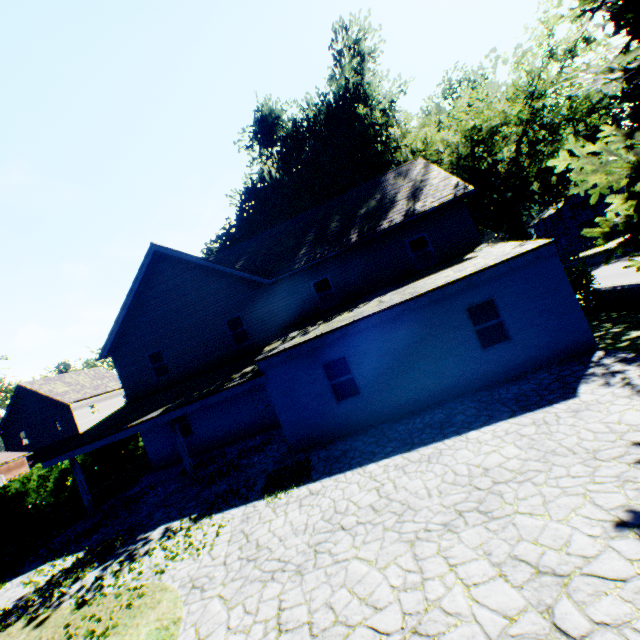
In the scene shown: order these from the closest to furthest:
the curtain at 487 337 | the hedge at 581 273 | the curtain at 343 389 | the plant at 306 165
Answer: the plant at 306 165
the curtain at 487 337
the curtain at 343 389
the hedge at 581 273

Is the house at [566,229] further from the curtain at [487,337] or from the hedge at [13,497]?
the curtain at [487,337]

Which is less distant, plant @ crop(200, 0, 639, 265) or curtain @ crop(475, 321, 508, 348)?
plant @ crop(200, 0, 639, 265)

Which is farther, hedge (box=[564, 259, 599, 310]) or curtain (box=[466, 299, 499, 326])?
hedge (box=[564, 259, 599, 310])

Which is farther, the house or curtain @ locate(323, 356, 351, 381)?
the house

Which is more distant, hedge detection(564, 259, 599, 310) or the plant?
hedge detection(564, 259, 599, 310)

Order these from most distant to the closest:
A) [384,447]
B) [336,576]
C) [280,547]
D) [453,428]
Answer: [384,447], [453,428], [280,547], [336,576]

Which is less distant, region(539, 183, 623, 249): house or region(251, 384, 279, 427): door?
region(251, 384, 279, 427): door
